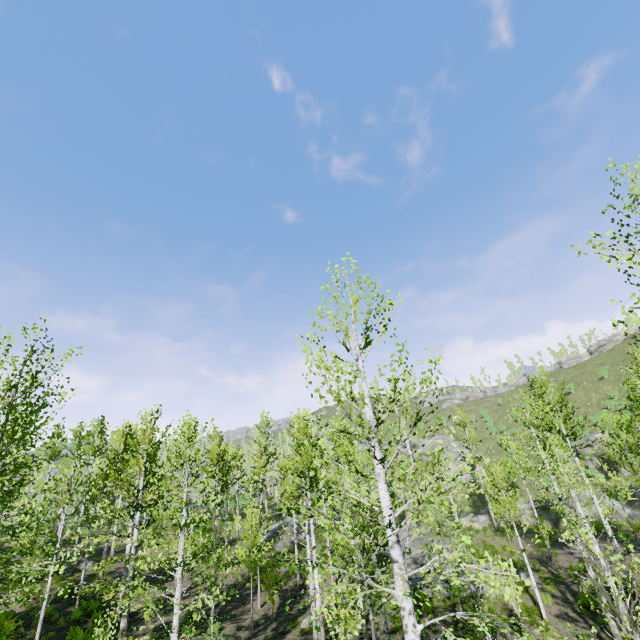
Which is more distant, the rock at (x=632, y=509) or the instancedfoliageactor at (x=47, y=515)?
the rock at (x=632, y=509)

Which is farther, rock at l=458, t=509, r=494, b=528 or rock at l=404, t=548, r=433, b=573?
rock at l=458, t=509, r=494, b=528

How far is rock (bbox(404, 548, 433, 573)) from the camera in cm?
2055

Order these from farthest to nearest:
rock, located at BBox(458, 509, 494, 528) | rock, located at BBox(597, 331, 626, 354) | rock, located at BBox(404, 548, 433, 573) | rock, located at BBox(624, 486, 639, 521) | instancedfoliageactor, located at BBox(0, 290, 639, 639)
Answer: rock, located at BBox(597, 331, 626, 354)
rock, located at BBox(458, 509, 494, 528)
rock, located at BBox(624, 486, 639, 521)
rock, located at BBox(404, 548, 433, 573)
instancedfoliageactor, located at BBox(0, 290, 639, 639)

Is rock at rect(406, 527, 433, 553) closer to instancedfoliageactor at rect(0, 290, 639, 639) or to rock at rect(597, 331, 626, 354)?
instancedfoliageactor at rect(0, 290, 639, 639)

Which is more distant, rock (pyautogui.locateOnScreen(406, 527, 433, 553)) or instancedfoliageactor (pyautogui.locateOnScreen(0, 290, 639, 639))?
rock (pyautogui.locateOnScreen(406, 527, 433, 553))

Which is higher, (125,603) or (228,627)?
(125,603)

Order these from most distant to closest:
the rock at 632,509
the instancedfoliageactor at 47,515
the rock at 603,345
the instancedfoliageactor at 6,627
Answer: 1. the rock at 603,345
2. the rock at 632,509
3. the instancedfoliageactor at 6,627
4. the instancedfoliageactor at 47,515
